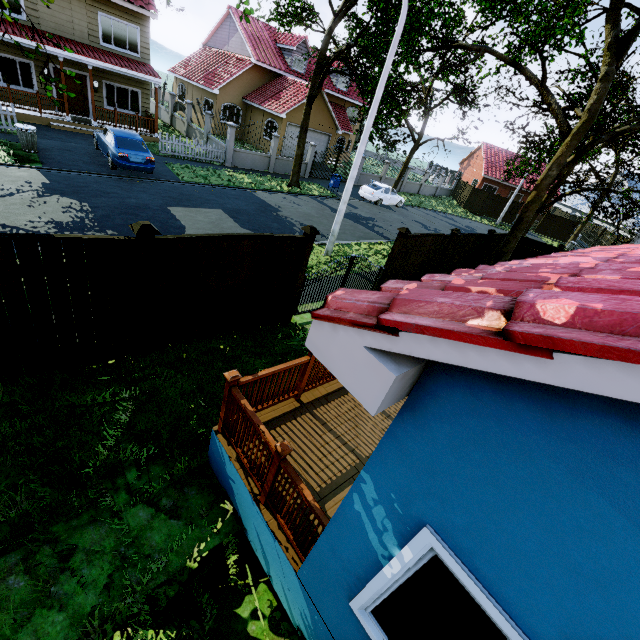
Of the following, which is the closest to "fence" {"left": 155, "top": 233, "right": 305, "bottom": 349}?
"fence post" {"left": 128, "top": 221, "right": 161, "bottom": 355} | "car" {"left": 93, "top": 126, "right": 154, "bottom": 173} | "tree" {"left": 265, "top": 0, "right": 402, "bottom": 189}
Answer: "fence post" {"left": 128, "top": 221, "right": 161, "bottom": 355}

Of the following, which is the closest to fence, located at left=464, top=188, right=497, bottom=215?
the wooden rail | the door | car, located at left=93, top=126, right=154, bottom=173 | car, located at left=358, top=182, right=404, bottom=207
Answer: car, located at left=358, top=182, right=404, bottom=207

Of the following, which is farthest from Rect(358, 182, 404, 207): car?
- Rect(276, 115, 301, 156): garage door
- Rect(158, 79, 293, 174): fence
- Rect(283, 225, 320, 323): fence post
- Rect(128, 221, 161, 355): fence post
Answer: Rect(128, 221, 161, 355): fence post

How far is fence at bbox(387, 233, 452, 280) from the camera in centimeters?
1013cm

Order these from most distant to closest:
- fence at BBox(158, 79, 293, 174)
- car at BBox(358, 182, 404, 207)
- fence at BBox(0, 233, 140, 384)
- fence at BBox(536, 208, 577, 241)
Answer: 1. fence at BBox(536, 208, 577, 241)
2. car at BBox(358, 182, 404, 207)
3. fence at BBox(158, 79, 293, 174)
4. fence at BBox(0, 233, 140, 384)

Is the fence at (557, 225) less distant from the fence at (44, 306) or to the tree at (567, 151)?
the tree at (567, 151)

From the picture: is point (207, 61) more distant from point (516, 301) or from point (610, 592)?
point (610, 592)

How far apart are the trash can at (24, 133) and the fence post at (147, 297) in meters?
13.2
